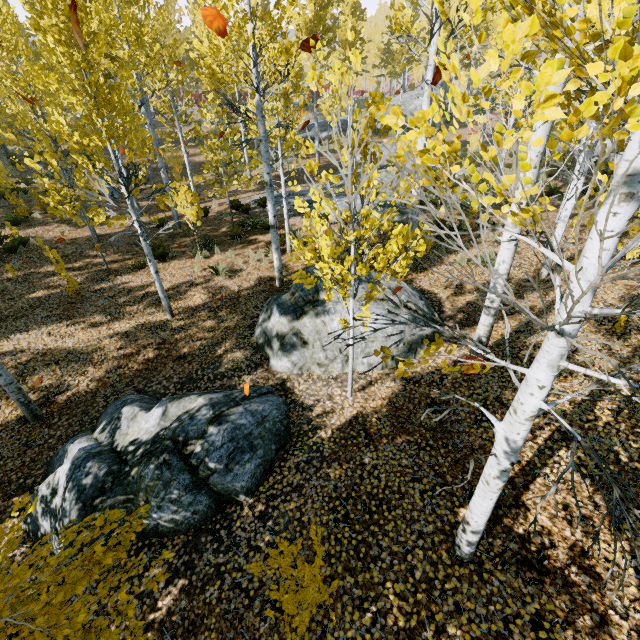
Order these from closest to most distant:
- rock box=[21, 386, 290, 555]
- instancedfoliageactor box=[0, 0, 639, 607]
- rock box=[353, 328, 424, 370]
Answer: instancedfoliageactor box=[0, 0, 639, 607] < rock box=[21, 386, 290, 555] < rock box=[353, 328, 424, 370]

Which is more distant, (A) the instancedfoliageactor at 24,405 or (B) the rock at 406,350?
(B) the rock at 406,350

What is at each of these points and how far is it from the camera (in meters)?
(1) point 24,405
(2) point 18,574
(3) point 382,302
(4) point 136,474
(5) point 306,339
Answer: (1) instancedfoliageactor, 6.30
(2) instancedfoliageactor, 2.10
(3) rock, 7.12
(4) rock, 4.55
(5) rock, 6.92

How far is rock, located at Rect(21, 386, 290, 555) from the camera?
4.52m

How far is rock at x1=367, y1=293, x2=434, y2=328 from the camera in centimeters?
691cm

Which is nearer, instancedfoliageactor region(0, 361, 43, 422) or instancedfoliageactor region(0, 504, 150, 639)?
instancedfoliageactor region(0, 504, 150, 639)

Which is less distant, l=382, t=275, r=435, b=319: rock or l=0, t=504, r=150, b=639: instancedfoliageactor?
l=0, t=504, r=150, b=639: instancedfoliageactor
